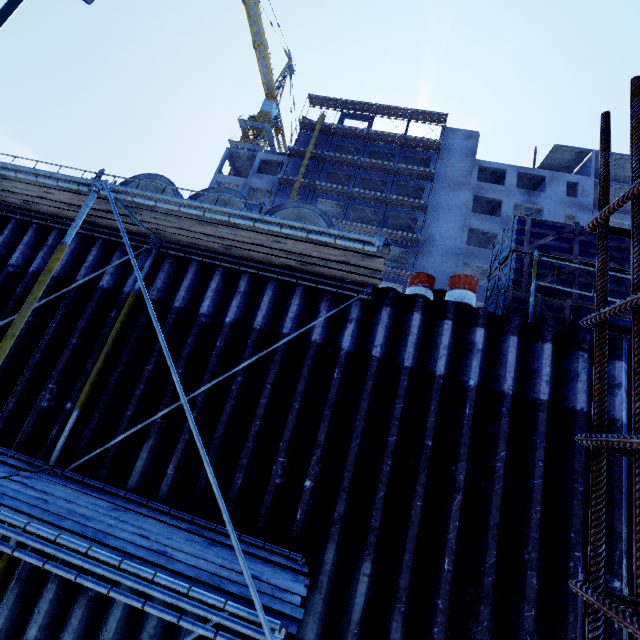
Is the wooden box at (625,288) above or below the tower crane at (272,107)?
below

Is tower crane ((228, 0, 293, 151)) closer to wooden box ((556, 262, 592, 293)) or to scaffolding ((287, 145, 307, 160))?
scaffolding ((287, 145, 307, 160))

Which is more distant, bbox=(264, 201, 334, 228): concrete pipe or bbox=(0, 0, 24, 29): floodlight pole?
bbox=(0, 0, 24, 29): floodlight pole

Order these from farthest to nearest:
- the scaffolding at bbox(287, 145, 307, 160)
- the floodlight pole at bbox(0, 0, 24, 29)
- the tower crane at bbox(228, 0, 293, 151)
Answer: the tower crane at bbox(228, 0, 293, 151)
the scaffolding at bbox(287, 145, 307, 160)
the floodlight pole at bbox(0, 0, 24, 29)

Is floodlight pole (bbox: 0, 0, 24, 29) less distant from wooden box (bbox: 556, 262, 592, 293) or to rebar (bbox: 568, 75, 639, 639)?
rebar (bbox: 568, 75, 639, 639)

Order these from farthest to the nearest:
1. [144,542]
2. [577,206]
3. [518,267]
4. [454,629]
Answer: [577,206] → [518,267] → [454,629] → [144,542]

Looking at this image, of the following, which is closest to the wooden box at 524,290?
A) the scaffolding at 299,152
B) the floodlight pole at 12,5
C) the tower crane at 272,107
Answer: the floodlight pole at 12,5

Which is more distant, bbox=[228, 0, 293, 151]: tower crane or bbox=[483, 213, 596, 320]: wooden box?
bbox=[228, 0, 293, 151]: tower crane
